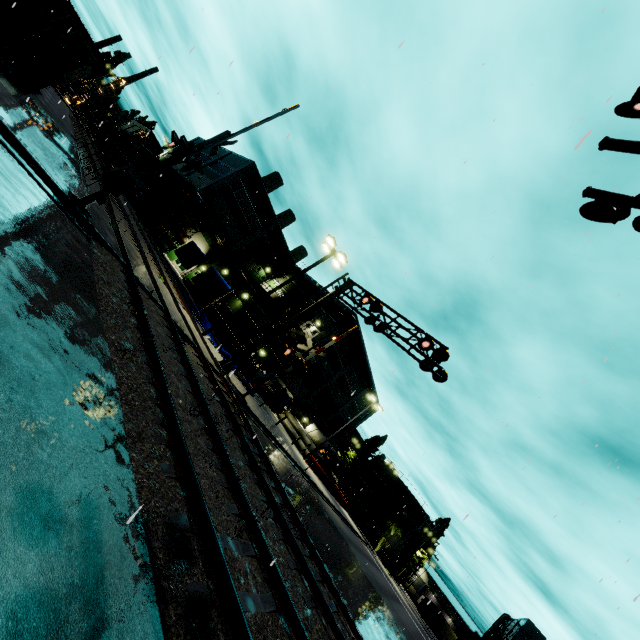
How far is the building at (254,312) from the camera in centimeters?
3139cm

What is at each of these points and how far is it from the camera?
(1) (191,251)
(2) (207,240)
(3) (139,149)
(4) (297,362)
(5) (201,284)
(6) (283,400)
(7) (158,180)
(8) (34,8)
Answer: (1) tarp, 27.36m
(2) building, 41.50m
(3) cargo car, 41.66m
(4) railroad crossing gate, 17.55m
(5) tarp, 23.55m
(6) portable restroom, 37.84m
(7) cargo car, 35.16m
(8) semi trailer door, 14.20m

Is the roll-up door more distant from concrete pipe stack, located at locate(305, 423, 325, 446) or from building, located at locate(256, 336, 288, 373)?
concrete pipe stack, located at locate(305, 423, 325, 446)

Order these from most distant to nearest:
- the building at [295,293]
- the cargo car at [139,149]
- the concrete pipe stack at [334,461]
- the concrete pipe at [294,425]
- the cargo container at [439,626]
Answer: the building at [295,293] → the concrete pipe stack at [334,461] → the concrete pipe at [294,425] → the cargo car at [139,149] → the cargo container at [439,626]

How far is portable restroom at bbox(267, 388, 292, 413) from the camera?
37.03m

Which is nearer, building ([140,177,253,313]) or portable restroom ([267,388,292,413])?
building ([140,177,253,313])

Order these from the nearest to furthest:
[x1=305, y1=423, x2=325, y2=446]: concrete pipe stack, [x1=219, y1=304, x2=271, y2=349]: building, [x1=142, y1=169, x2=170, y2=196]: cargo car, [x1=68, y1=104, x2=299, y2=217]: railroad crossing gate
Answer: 1. [x1=68, y1=104, x2=299, y2=217]: railroad crossing gate
2. [x1=219, y1=304, x2=271, y2=349]: building
3. [x1=142, y1=169, x2=170, y2=196]: cargo car
4. [x1=305, y1=423, x2=325, y2=446]: concrete pipe stack

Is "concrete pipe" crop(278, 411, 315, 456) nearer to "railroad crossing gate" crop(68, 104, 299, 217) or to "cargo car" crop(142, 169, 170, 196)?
"railroad crossing gate" crop(68, 104, 299, 217)
